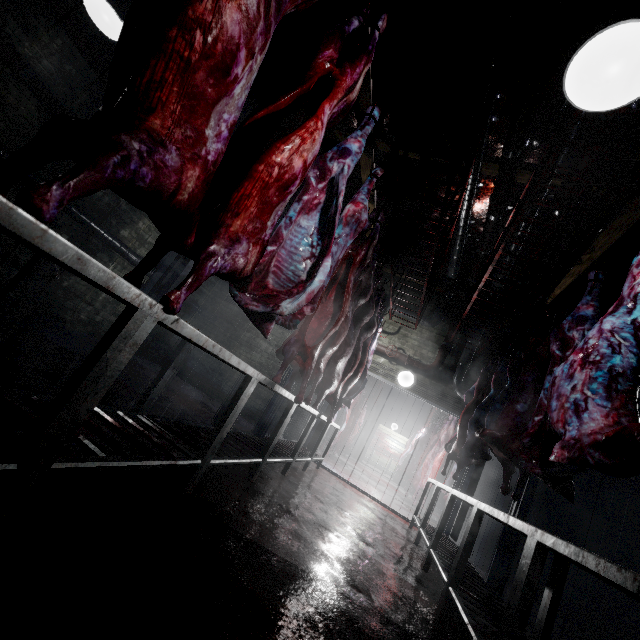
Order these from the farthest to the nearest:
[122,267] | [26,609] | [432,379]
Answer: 1. [432,379]
2. [122,267]
3. [26,609]

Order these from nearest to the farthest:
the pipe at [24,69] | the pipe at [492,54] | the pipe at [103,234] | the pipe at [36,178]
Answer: the pipe at [492,54] < the pipe at [24,69] < the pipe at [36,178] < the pipe at [103,234]

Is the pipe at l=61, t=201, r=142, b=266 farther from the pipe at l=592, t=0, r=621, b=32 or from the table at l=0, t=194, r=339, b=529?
the table at l=0, t=194, r=339, b=529

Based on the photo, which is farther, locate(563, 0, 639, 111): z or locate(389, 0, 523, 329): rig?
locate(389, 0, 523, 329): rig

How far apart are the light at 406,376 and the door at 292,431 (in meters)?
0.49

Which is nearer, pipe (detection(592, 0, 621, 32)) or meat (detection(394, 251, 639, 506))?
meat (detection(394, 251, 639, 506))

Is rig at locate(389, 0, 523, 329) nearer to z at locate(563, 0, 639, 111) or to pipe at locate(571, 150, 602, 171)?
pipe at locate(571, 150, 602, 171)

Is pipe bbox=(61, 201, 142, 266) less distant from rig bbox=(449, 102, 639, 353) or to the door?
the door
